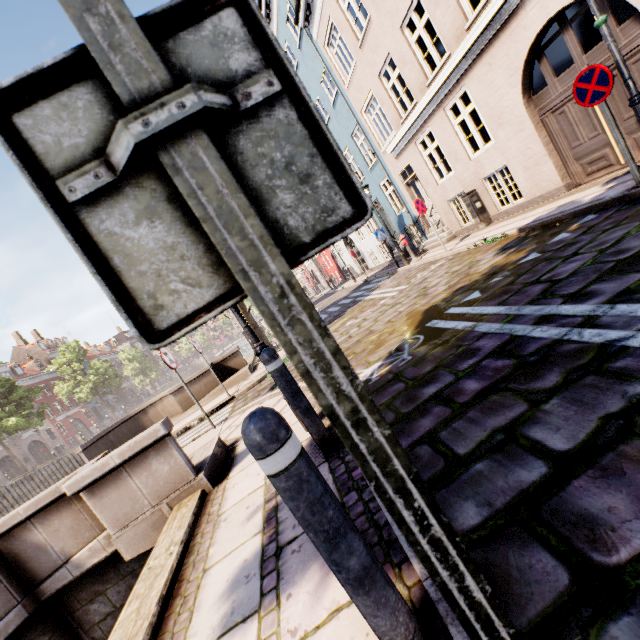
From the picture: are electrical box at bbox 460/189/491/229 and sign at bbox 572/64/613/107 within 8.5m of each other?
yes

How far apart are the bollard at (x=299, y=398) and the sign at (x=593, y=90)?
5.96m

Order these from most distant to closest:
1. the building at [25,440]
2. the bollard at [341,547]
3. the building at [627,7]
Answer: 1. the building at [25,440]
2. the building at [627,7]
3. the bollard at [341,547]

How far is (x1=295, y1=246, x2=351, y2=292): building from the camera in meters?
29.9 m

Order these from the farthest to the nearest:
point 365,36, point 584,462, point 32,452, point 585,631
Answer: point 32,452 → point 365,36 → point 584,462 → point 585,631

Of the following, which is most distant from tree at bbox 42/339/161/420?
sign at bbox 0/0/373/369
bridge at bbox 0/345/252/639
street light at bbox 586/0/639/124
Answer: street light at bbox 586/0/639/124

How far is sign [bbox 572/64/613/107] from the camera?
4.5 meters

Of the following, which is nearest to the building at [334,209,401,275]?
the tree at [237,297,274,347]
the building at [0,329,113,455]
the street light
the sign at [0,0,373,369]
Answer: the street light
